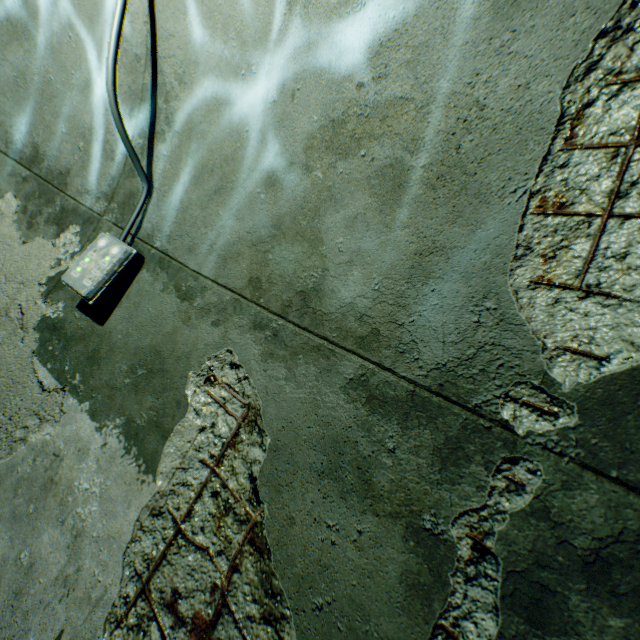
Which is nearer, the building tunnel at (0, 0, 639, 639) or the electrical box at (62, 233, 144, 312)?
the building tunnel at (0, 0, 639, 639)

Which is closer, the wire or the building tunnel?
the building tunnel

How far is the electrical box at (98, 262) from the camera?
1.86m

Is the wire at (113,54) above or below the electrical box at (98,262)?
above

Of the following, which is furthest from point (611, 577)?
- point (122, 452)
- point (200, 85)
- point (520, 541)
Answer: point (200, 85)

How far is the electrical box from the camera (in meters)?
1.86

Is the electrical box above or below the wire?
below
